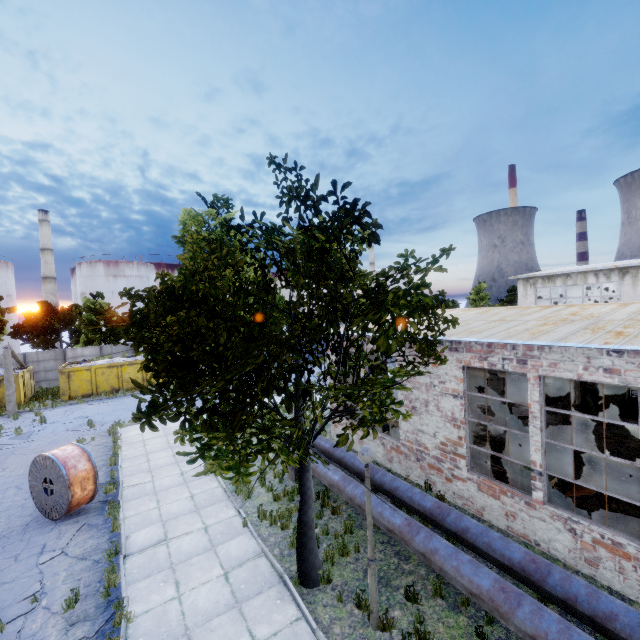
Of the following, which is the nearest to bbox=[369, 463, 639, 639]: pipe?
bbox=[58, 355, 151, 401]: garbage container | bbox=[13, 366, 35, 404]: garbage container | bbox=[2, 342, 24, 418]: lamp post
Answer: bbox=[58, 355, 151, 401]: garbage container

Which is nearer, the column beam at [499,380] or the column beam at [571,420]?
the column beam at [499,380]

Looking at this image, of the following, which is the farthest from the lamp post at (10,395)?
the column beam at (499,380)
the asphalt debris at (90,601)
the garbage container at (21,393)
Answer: the column beam at (499,380)

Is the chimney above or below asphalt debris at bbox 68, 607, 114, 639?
above

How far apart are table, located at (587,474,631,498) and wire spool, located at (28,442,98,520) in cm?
1360

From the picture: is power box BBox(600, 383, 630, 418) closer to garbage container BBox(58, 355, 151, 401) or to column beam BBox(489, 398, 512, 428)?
column beam BBox(489, 398, 512, 428)

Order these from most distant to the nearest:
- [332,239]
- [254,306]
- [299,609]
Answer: [254,306] → [332,239] → [299,609]

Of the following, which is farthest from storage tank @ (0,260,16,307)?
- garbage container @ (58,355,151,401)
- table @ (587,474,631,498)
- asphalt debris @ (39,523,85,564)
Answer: table @ (587,474,631,498)
